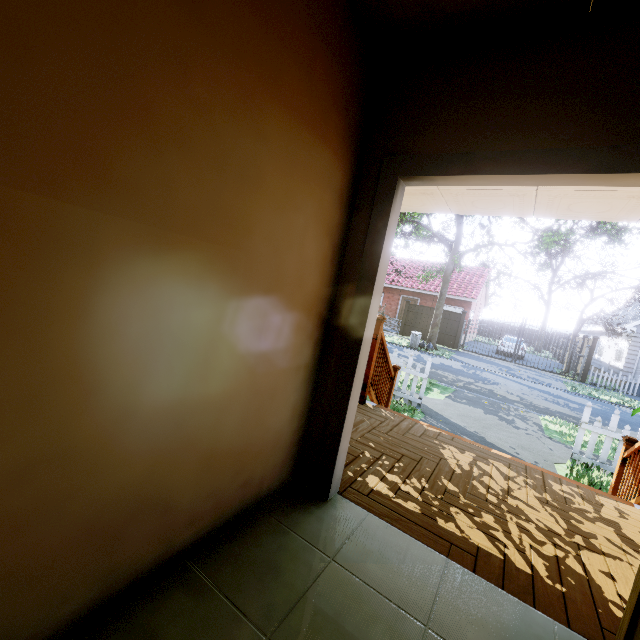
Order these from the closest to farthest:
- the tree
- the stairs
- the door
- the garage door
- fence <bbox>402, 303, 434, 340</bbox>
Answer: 1. the door
2. the stairs
3. the tree
4. the garage door
5. fence <bbox>402, 303, 434, 340</bbox>

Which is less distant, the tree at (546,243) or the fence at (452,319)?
the tree at (546,243)

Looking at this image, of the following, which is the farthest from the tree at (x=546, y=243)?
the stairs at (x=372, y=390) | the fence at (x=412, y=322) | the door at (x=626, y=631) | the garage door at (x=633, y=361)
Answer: the door at (x=626, y=631)

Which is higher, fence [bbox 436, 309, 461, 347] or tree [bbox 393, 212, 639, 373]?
tree [bbox 393, 212, 639, 373]

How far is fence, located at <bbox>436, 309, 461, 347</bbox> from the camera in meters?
21.2

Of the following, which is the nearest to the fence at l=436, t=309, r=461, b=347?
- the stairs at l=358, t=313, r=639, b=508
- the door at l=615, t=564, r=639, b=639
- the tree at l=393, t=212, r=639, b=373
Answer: the tree at l=393, t=212, r=639, b=373

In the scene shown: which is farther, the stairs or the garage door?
the garage door

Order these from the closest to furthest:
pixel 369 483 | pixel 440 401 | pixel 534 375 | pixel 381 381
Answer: pixel 369 483 → pixel 381 381 → pixel 440 401 → pixel 534 375
